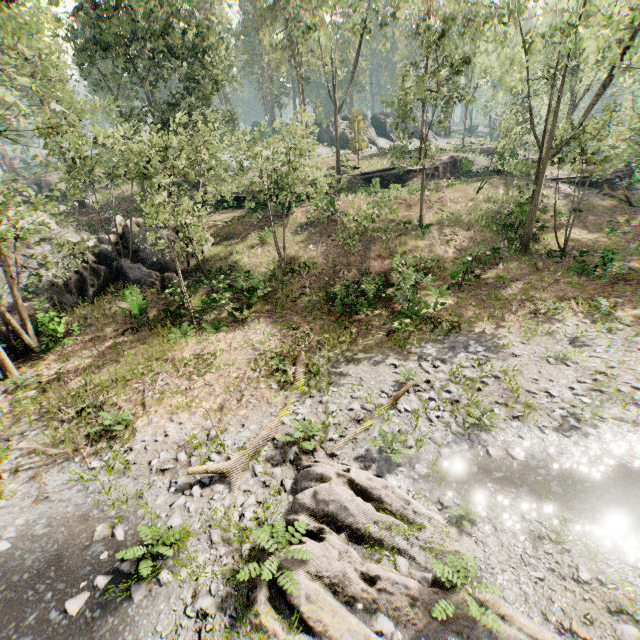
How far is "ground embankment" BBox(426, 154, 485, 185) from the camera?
34.3m

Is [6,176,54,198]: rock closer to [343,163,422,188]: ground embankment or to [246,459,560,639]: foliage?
[246,459,560,639]: foliage

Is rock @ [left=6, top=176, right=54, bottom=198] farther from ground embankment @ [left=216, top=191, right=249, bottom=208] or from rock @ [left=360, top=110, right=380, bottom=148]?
rock @ [left=360, top=110, right=380, bottom=148]

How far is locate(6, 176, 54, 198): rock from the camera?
38.4 meters

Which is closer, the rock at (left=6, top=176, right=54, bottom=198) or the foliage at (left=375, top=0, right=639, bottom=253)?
the foliage at (left=375, top=0, right=639, bottom=253)

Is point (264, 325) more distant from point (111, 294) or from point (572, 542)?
point (572, 542)

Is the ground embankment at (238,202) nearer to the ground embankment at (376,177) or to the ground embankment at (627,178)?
the ground embankment at (376,177)

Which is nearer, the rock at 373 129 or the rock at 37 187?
the rock at 37 187
